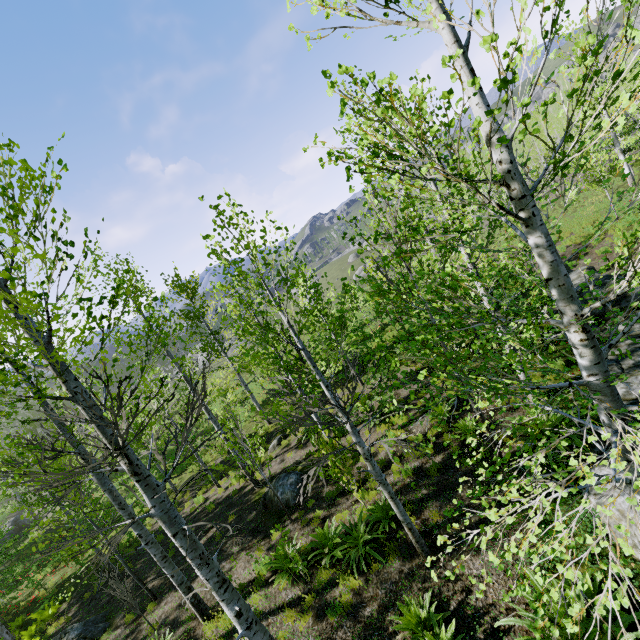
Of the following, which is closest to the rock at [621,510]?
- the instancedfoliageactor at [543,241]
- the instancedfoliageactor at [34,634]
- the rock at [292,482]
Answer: the instancedfoliageactor at [543,241]

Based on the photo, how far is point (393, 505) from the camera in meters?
6.2 m

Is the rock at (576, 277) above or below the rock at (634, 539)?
above

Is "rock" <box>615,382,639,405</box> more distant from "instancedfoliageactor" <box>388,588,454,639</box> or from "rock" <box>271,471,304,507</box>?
"rock" <box>271,471,304,507</box>

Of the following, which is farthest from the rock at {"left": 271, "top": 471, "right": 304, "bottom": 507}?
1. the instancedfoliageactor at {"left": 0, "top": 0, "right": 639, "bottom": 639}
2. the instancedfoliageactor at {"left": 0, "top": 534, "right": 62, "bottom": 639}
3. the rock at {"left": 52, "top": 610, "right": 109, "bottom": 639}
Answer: the instancedfoliageactor at {"left": 0, "top": 534, "right": 62, "bottom": 639}

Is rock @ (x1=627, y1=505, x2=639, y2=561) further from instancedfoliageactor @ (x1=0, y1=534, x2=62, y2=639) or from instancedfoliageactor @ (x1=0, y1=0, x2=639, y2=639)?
instancedfoliageactor @ (x1=0, y1=534, x2=62, y2=639)

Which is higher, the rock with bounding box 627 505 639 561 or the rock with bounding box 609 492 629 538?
the rock with bounding box 609 492 629 538
